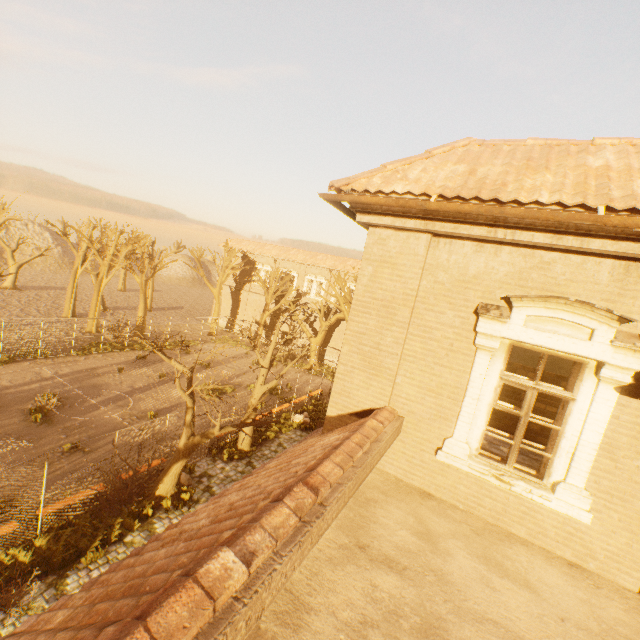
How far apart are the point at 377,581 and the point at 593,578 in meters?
3.1

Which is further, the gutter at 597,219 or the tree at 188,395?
the tree at 188,395

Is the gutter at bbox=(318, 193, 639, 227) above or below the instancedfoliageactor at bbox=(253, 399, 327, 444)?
above

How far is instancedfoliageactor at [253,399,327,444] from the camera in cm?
1859

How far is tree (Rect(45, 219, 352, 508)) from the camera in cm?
1205

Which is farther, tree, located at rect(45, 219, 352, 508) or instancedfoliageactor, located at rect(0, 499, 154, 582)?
tree, located at rect(45, 219, 352, 508)

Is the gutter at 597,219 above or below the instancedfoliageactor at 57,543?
above

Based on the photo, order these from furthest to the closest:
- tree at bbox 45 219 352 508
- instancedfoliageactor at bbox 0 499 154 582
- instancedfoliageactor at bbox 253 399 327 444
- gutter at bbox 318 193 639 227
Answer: instancedfoliageactor at bbox 253 399 327 444 < tree at bbox 45 219 352 508 < instancedfoliageactor at bbox 0 499 154 582 < gutter at bbox 318 193 639 227
